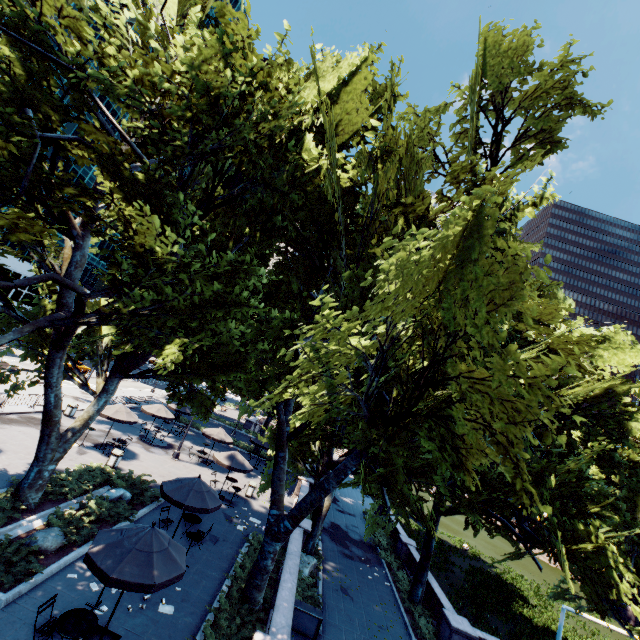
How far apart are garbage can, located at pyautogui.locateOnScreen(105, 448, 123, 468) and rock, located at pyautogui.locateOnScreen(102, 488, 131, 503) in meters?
3.4 m

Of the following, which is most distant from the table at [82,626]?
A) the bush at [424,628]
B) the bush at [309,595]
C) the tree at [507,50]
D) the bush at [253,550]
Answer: the bush at [424,628]

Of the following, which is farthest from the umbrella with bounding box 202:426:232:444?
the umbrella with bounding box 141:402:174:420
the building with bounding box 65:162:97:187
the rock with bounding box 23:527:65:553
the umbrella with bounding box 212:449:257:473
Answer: the building with bounding box 65:162:97:187

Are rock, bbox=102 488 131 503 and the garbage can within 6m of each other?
yes

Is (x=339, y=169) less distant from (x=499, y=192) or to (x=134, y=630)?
(x=499, y=192)

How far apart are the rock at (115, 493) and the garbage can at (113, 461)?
3.4m

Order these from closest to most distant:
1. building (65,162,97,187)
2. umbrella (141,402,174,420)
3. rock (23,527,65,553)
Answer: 1. rock (23,527,65,553)
2. umbrella (141,402,174,420)
3. building (65,162,97,187)

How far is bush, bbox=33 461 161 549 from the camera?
12.38m
